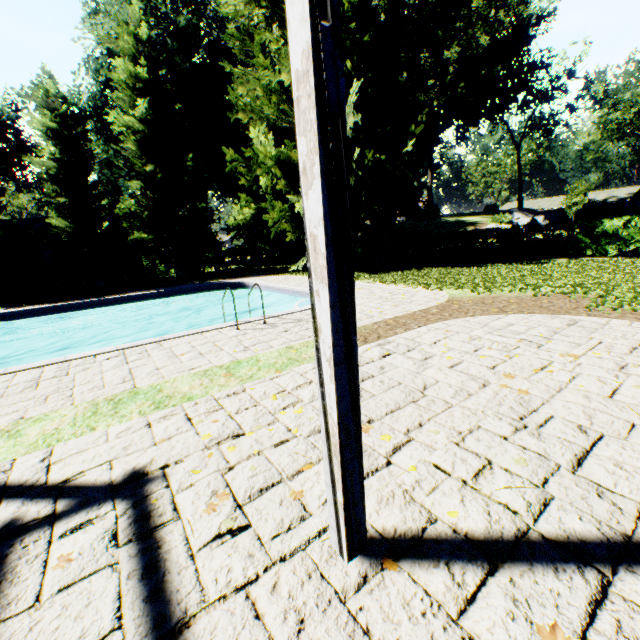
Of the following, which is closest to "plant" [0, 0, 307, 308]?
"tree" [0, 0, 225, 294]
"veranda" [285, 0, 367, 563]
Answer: "tree" [0, 0, 225, 294]

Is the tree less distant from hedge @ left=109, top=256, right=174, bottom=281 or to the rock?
hedge @ left=109, top=256, right=174, bottom=281

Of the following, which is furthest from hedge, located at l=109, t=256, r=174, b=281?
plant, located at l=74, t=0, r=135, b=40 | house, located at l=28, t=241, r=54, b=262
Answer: house, located at l=28, t=241, r=54, b=262

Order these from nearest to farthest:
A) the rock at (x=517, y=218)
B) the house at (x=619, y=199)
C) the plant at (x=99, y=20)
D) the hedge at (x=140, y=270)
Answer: the plant at (x=99, y=20)
the hedge at (x=140, y=270)
the rock at (x=517, y=218)
the house at (x=619, y=199)

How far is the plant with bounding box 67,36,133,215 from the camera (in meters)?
23.95

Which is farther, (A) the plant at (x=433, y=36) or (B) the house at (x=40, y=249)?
(B) the house at (x=40, y=249)

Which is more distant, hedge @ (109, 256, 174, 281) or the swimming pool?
hedge @ (109, 256, 174, 281)

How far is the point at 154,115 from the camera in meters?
21.0 m
